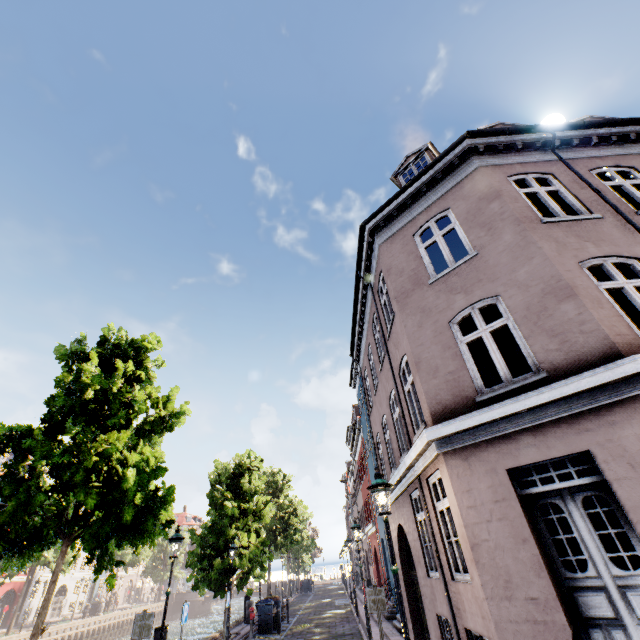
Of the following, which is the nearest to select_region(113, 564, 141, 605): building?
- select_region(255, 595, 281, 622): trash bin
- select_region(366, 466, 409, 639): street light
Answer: select_region(255, 595, 281, 622): trash bin

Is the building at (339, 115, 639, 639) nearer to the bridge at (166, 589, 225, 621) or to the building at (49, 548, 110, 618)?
the bridge at (166, 589, 225, 621)

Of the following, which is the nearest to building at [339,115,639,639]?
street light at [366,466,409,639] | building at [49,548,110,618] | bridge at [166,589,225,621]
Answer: street light at [366,466,409,639]

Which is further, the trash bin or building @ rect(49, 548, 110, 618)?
building @ rect(49, 548, 110, 618)

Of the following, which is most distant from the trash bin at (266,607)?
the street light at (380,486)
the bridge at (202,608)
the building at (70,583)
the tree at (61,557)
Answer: the bridge at (202,608)

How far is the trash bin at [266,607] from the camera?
17.3 meters

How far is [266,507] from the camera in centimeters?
1970cm

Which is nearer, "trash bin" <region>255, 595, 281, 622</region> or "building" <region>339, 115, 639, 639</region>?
"building" <region>339, 115, 639, 639</region>
